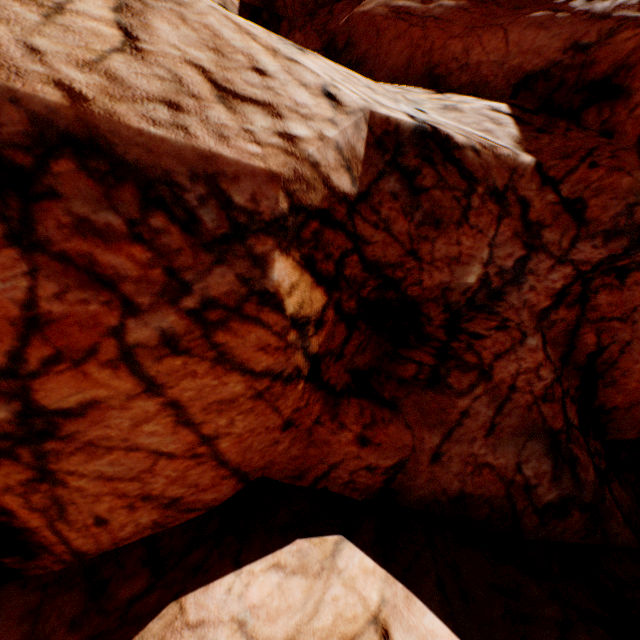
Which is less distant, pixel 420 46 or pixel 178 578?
pixel 178 578
